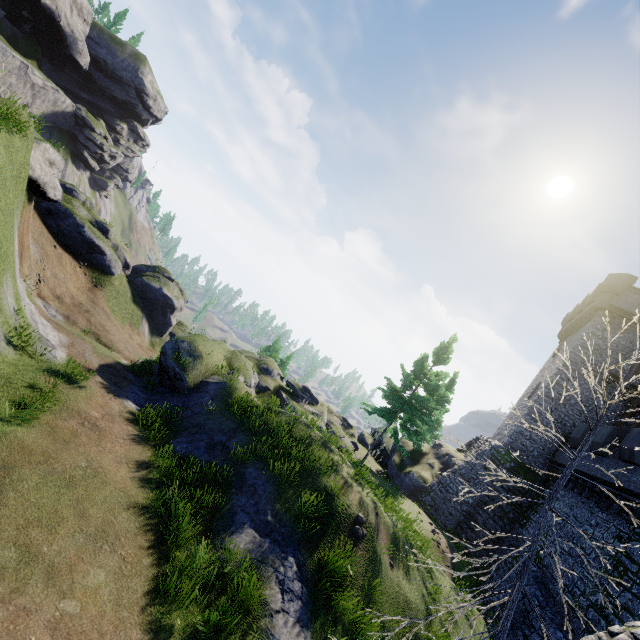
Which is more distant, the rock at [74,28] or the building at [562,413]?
the rock at [74,28]

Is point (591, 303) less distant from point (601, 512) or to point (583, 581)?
point (601, 512)

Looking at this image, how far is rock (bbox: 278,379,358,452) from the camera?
23.9m

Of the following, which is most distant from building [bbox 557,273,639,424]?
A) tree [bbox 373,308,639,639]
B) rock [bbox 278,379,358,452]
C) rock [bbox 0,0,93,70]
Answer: rock [bbox 0,0,93,70]

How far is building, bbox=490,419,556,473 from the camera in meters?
24.5 m

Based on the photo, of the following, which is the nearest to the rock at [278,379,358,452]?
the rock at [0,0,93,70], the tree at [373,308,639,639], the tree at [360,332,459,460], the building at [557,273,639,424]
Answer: the tree at [360,332,459,460]

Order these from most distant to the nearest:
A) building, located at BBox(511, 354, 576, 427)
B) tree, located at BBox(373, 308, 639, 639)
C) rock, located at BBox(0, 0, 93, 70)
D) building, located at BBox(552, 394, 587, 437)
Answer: rock, located at BBox(0, 0, 93, 70), building, located at BBox(511, 354, 576, 427), building, located at BBox(552, 394, 587, 437), tree, located at BBox(373, 308, 639, 639)

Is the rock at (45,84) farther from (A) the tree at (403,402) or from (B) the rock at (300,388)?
(A) the tree at (403,402)
